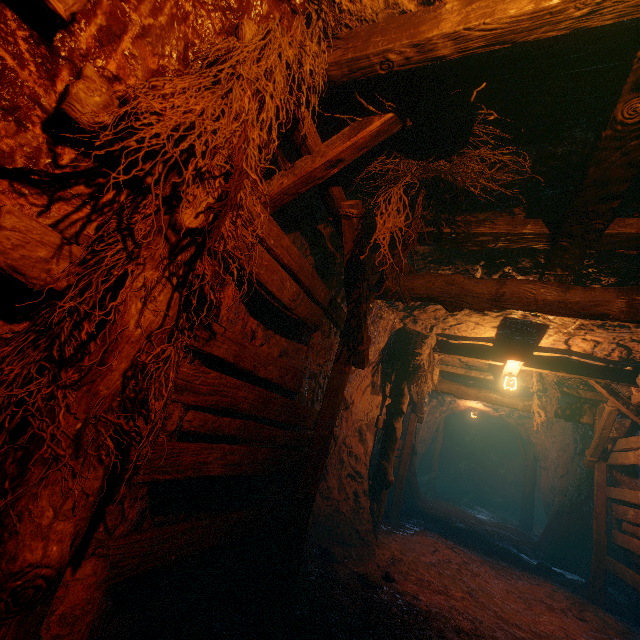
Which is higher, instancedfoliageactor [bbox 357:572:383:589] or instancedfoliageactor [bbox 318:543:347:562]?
instancedfoliageactor [bbox 357:572:383:589]

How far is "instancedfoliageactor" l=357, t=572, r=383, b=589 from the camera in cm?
426

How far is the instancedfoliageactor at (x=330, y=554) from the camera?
5.0m

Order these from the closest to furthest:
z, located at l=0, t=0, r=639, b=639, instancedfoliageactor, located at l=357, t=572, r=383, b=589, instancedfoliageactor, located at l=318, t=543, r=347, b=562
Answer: z, located at l=0, t=0, r=639, b=639
instancedfoliageactor, located at l=357, t=572, r=383, b=589
instancedfoliageactor, located at l=318, t=543, r=347, b=562

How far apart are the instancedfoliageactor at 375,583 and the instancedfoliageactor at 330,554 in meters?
0.6 m

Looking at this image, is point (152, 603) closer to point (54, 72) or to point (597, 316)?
point (54, 72)

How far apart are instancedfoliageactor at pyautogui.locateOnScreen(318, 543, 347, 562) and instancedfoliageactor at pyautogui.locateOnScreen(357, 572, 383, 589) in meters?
0.6 m

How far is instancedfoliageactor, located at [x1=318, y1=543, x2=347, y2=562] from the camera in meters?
5.0 m
